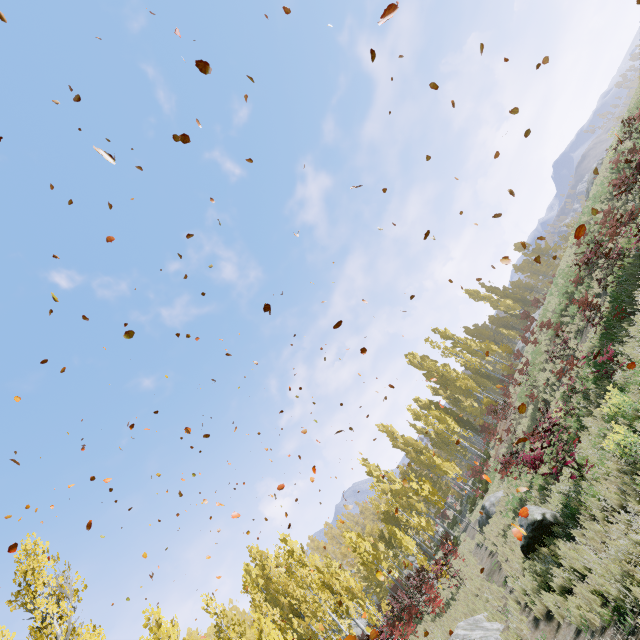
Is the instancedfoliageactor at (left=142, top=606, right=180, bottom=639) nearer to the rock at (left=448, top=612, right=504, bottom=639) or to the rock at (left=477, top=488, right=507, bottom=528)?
the rock at (left=448, top=612, right=504, bottom=639)

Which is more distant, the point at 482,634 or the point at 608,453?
the point at 482,634

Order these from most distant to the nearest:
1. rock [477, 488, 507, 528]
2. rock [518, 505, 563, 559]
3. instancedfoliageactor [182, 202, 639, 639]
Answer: rock [477, 488, 507, 528] → rock [518, 505, 563, 559] → instancedfoliageactor [182, 202, 639, 639]

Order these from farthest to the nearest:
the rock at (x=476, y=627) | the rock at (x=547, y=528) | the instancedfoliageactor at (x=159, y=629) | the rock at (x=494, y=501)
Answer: the rock at (x=494, y=501), the instancedfoliageactor at (x=159, y=629), the rock at (x=547, y=528), the rock at (x=476, y=627)

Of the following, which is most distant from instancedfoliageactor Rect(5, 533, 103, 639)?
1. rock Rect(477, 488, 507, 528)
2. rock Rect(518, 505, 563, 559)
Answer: rock Rect(518, 505, 563, 559)

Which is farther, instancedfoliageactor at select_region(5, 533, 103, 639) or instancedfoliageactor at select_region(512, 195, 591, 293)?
instancedfoliageactor at select_region(512, 195, 591, 293)

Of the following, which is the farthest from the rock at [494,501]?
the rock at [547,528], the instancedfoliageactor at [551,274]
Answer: the rock at [547,528]

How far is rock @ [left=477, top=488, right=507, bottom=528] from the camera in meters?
19.2 m
